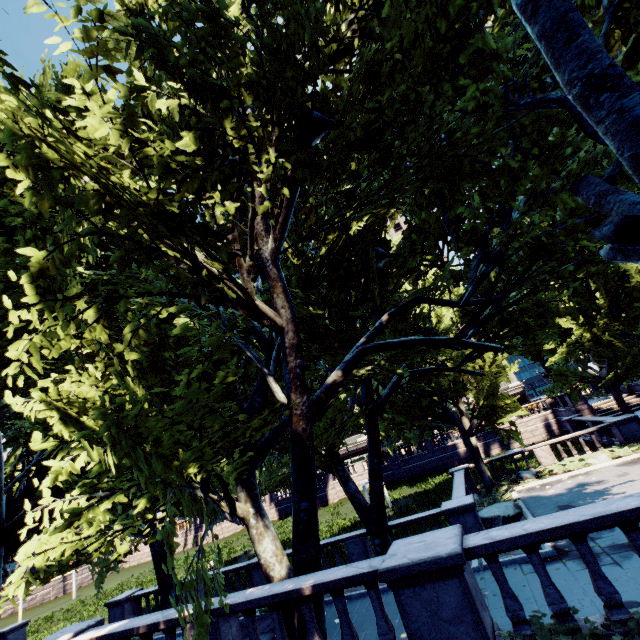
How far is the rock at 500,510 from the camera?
14.35m

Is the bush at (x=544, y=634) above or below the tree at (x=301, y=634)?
below

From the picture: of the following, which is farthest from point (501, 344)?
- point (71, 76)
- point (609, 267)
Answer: point (71, 76)

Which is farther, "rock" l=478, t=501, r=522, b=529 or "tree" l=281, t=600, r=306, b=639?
"rock" l=478, t=501, r=522, b=529

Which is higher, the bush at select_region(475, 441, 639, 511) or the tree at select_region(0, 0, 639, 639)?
the tree at select_region(0, 0, 639, 639)

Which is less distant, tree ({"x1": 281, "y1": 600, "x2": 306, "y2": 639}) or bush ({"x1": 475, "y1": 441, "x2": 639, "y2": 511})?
tree ({"x1": 281, "y1": 600, "x2": 306, "y2": 639})

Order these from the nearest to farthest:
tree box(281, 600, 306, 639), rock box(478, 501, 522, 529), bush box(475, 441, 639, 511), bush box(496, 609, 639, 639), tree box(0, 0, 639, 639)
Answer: bush box(496, 609, 639, 639) → tree box(0, 0, 639, 639) → tree box(281, 600, 306, 639) → rock box(478, 501, 522, 529) → bush box(475, 441, 639, 511)
